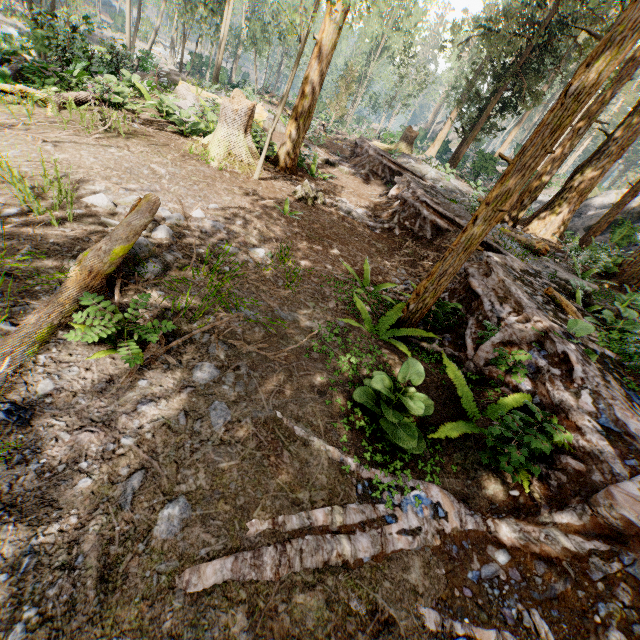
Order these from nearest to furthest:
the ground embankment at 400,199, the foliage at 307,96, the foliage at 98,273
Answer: the foliage at 98,273, the foliage at 307,96, the ground embankment at 400,199

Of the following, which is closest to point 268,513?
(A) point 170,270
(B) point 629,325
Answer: (A) point 170,270

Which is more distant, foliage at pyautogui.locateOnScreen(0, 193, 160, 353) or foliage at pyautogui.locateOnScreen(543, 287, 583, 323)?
foliage at pyautogui.locateOnScreen(543, 287, 583, 323)

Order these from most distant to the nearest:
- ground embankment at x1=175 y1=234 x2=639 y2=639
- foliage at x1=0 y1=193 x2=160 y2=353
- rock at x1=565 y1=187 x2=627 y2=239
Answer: rock at x1=565 y1=187 x2=627 y2=239 < foliage at x1=0 y1=193 x2=160 y2=353 < ground embankment at x1=175 y1=234 x2=639 y2=639

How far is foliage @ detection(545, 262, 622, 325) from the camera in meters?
6.5

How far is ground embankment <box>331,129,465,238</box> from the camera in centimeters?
1019cm

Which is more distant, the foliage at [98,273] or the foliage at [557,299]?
the foliage at [557,299]
